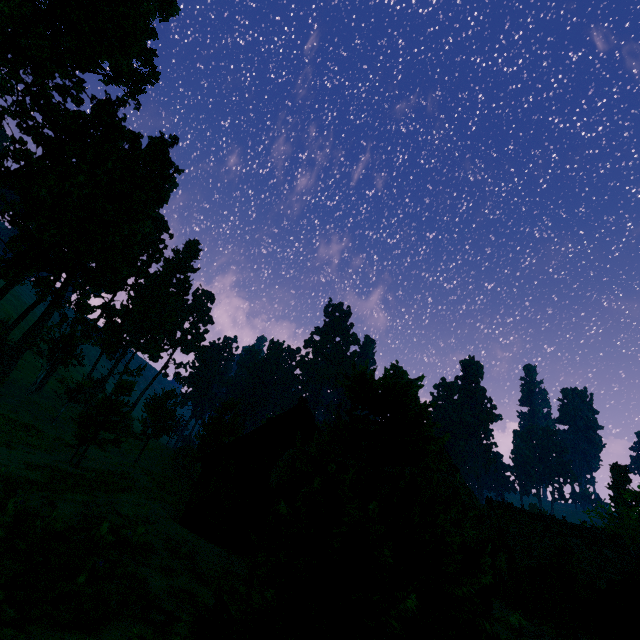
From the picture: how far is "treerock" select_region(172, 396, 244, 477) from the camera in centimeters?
3206cm

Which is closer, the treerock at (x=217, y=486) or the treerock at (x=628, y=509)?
the treerock at (x=217, y=486)

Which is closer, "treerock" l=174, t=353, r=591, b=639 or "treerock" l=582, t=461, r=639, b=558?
"treerock" l=174, t=353, r=591, b=639

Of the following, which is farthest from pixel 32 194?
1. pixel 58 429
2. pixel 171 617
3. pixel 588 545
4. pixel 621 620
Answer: pixel 588 545

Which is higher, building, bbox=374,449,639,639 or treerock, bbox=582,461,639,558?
treerock, bbox=582,461,639,558

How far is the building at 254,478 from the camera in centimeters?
1088cm

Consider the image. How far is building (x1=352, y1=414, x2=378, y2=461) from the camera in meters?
11.4 m
